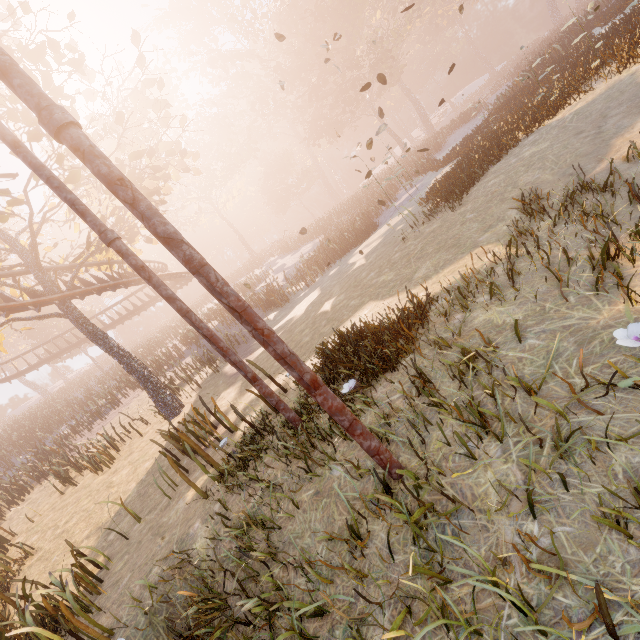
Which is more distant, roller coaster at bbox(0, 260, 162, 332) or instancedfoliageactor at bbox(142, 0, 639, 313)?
roller coaster at bbox(0, 260, 162, 332)

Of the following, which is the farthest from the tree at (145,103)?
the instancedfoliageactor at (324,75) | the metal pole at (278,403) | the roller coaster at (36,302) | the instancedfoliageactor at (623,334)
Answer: the instancedfoliageactor at (324,75)

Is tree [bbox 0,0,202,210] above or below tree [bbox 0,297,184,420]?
above

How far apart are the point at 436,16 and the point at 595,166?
65.89m

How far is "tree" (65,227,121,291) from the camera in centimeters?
1333cm

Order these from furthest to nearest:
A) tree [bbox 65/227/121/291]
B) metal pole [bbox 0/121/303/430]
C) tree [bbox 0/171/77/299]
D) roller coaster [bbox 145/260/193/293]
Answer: roller coaster [bbox 145/260/193/293] → tree [bbox 65/227/121/291] → tree [bbox 0/171/77/299] → metal pole [bbox 0/121/303/430]

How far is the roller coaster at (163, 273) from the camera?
20.5 meters

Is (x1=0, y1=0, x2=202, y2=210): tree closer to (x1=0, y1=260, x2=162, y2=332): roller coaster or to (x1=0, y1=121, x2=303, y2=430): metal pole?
(x1=0, y1=260, x2=162, y2=332): roller coaster
